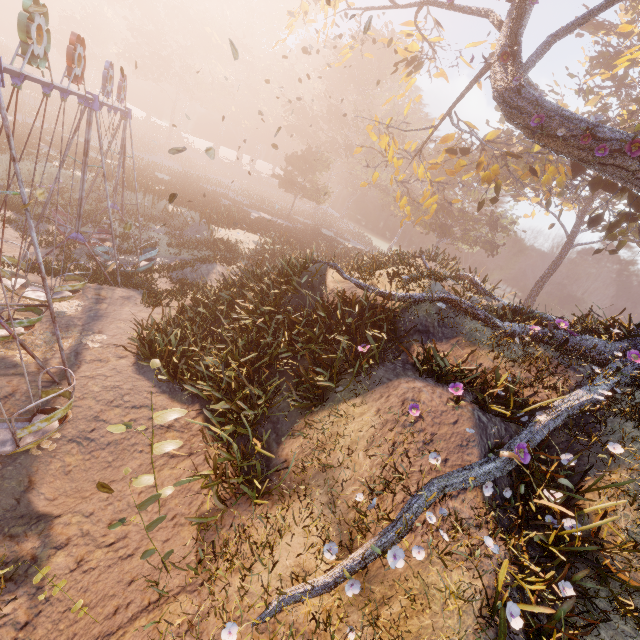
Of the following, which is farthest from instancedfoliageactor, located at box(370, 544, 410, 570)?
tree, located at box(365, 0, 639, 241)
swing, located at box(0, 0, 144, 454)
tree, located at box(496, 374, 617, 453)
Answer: tree, located at box(365, 0, 639, 241)

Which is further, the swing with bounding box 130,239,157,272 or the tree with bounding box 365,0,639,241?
the swing with bounding box 130,239,157,272

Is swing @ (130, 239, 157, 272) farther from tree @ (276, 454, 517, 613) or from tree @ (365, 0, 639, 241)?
tree @ (365, 0, 639, 241)

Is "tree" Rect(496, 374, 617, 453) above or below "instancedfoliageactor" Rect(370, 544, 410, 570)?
above

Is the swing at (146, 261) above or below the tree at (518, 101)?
below

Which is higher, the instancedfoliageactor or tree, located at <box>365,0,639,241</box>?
tree, located at <box>365,0,639,241</box>

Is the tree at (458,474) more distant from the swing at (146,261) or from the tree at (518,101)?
the swing at (146,261)

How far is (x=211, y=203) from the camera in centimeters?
3036cm
